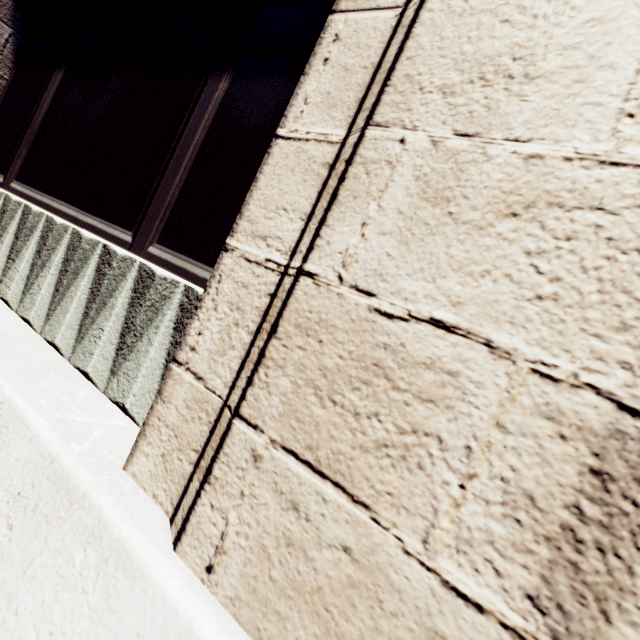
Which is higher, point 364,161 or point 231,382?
point 364,161
